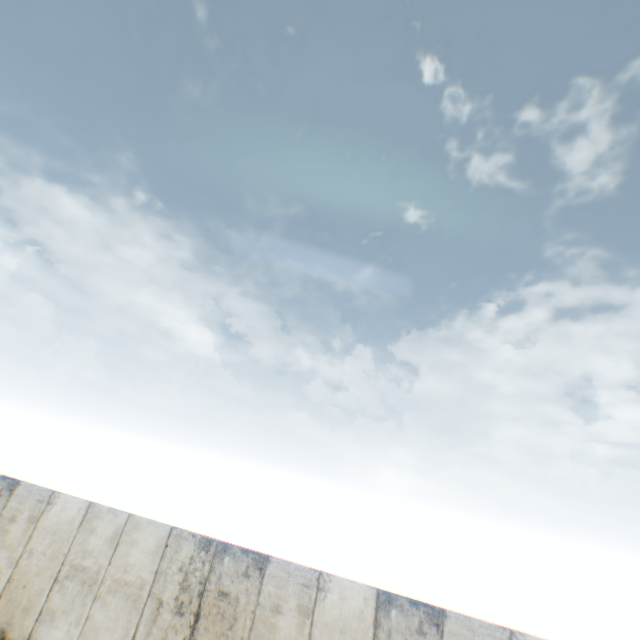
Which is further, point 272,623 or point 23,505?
point 23,505
